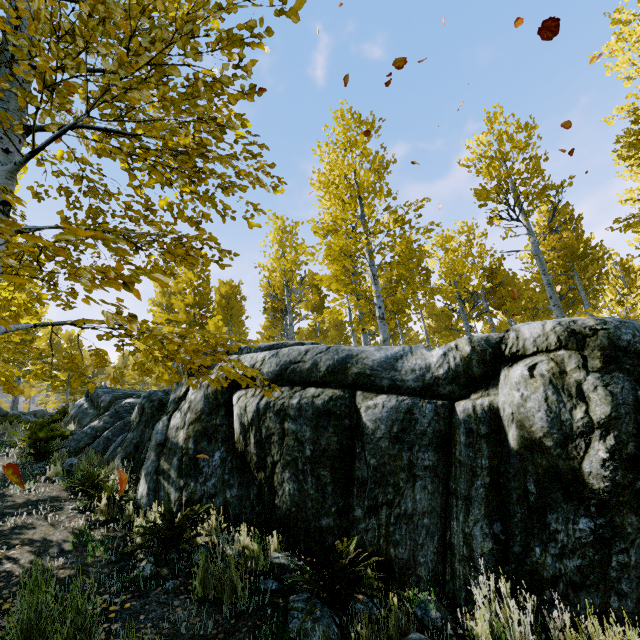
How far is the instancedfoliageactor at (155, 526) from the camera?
3.1 meters

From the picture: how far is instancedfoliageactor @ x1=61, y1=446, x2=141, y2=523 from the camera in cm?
486

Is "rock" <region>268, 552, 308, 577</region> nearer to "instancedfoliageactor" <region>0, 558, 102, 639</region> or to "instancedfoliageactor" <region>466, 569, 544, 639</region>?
"instancedfoliageactor" <region>466, 569, 544, 639</region>

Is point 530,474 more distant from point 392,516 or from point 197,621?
point 197,621

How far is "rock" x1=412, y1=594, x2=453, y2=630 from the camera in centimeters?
278cm

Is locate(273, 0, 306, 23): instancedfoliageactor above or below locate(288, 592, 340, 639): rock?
above

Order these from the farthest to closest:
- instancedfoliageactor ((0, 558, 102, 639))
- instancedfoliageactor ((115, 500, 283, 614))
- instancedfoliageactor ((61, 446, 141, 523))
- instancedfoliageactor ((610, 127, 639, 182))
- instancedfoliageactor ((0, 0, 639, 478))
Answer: instancedfoliageactor ((610, 127, 639, 182))
instancedfoliageactor ((61, 446, 141, 523))
instancedfoliageactor ((115, 500, 283, 614))
instancedfoliageactor ((0, 558, 102, 639))
instancedfoliageactor ((0, 0, 639, 478))

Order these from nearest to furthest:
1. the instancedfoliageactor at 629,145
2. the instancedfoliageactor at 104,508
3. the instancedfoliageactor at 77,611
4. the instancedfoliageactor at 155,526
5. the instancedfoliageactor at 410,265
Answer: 1. the instancedfoliageactor at 410,265
2. the instancedfoliageactor at 77,611
3. the instancedfoliageactor at 155,526
4. the instancedfoliageactor at 104,508
5. the instancedfoliageactor at 629,145
